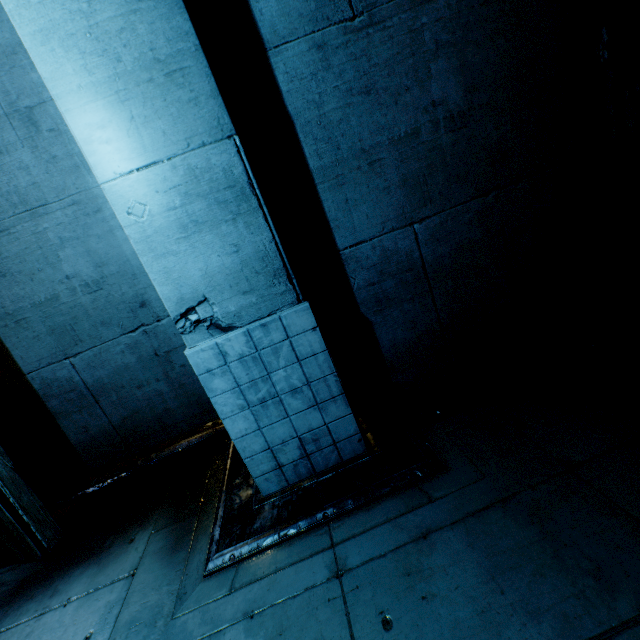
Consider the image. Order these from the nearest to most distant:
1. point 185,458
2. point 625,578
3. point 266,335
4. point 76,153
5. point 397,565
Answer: point 625,578 < point 397,565 < point 266,335 < point 76,153 < point 185,458
